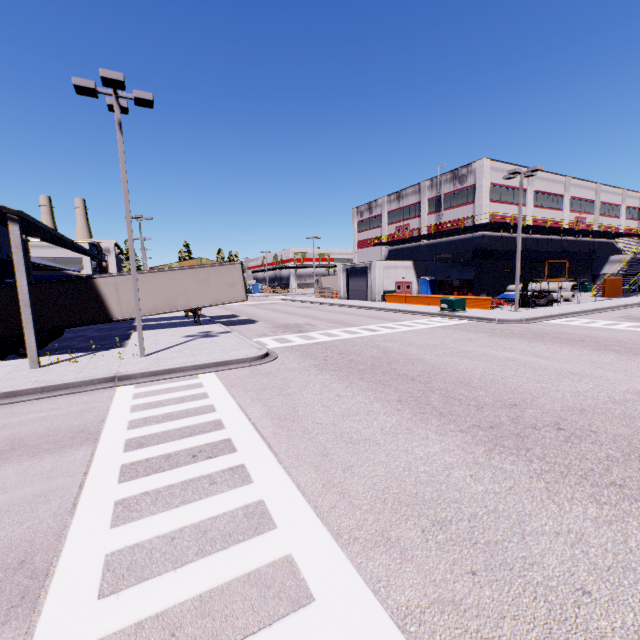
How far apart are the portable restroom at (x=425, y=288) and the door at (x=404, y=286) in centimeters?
77cm

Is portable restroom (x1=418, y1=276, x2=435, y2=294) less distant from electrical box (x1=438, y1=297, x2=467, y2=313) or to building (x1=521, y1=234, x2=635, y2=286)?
building (x1=521, y1=234, x2=635, y2=286)

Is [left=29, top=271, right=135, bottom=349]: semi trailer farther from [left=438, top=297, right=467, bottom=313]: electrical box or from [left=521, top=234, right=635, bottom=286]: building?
[left=438, top=297, right=467, bottom=313]: electrical box

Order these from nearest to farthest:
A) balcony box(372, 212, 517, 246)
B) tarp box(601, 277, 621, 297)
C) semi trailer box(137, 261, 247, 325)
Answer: semi trailer box(137, 261, 247, 325) < tarp box(601, 277, 621, 297) < balcony box(372, 212, 517, 246)

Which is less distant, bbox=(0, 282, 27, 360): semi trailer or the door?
bbox=(0, 282, 27, 360): semi trailer

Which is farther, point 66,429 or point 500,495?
point 66,429

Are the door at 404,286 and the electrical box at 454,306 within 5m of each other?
no
